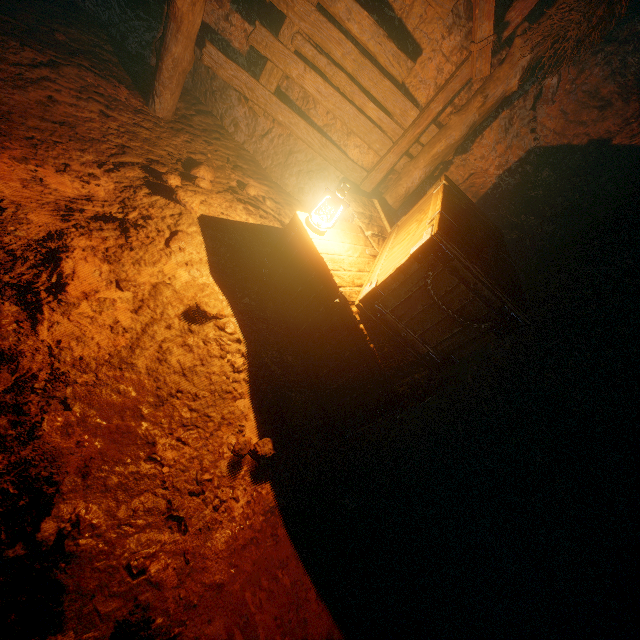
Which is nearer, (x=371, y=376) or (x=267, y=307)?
(x=371, y=376)

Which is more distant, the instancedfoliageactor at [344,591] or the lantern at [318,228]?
the lantern at [318,228]

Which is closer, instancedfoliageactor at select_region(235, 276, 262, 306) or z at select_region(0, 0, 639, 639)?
z at select_region(0, 0, 639, 639)

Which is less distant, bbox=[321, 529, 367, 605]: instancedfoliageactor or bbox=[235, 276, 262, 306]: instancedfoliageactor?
bbox=[321, 529, 367, 605]: instancedfoliageactor

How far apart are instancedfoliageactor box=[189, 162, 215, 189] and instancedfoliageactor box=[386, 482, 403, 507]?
3.95m

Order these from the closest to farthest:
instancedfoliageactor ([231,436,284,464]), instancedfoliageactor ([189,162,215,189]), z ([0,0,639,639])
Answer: z ([0,0,639,639]) < instancedfoliageactor ([231,436,284,464]) < instancedfoliageactor ([189,162,215,189])

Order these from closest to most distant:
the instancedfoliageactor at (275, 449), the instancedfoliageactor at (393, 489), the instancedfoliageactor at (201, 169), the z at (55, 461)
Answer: the z at (55, 461), the instancedfoliageactor at (275, 449), the instancedfoliageactor at (393, 489), the instancedfoliageactor at (201, 169)

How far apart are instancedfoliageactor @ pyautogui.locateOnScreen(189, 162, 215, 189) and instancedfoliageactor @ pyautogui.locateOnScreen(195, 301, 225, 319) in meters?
1.8
